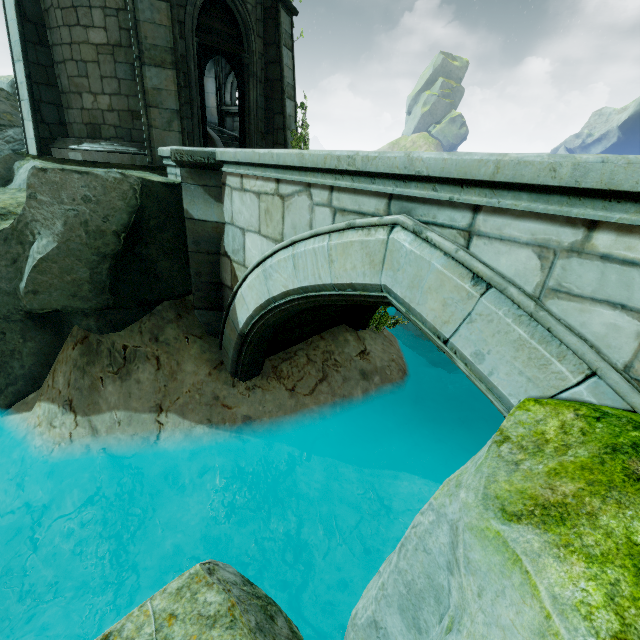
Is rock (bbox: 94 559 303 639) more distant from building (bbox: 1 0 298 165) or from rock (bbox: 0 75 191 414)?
building (bbox: 1 0 298 165)

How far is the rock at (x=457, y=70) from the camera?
57.8m

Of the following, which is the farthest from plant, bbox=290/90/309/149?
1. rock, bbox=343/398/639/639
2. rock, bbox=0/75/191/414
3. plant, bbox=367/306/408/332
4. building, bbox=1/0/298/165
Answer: rock, bbox=343/398/639/639

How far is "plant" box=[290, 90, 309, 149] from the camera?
9.3m

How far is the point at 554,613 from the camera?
1.4m

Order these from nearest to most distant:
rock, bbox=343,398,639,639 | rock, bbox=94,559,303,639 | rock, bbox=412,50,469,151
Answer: rock, bbox=343,398,639,639, rock, bbox=94,559,303,639, rock, bbox=412,50,469,151

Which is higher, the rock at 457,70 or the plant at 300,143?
the rock at 457,70

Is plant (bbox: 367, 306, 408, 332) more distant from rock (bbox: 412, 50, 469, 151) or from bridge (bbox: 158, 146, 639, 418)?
rock (bbox: 412, 50, 469, 151)
